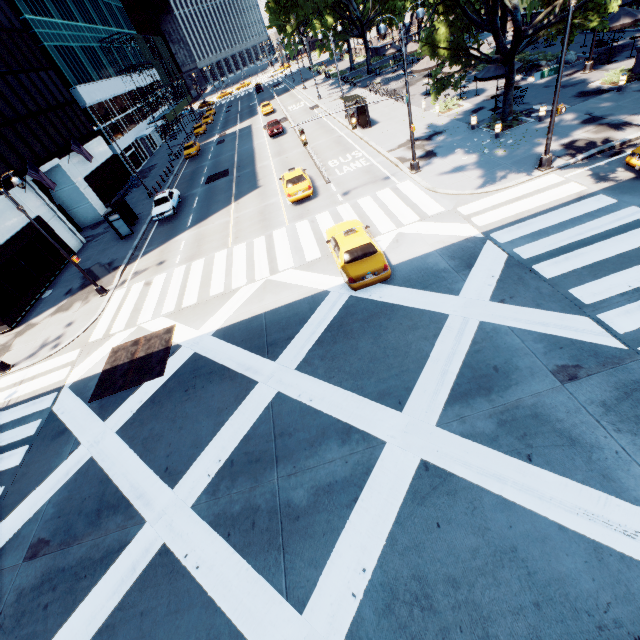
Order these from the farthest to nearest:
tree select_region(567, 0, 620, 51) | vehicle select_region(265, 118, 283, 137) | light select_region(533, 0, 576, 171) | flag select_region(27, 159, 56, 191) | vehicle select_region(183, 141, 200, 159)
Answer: vehicle select_region(183, 141, 200, 159), vehicle select_region(265, 118, 283, 137), flag select_region(27, 159, 56, 191), tree select_region(567, 0, 620, 51), light select_region(533, 0, 576, 171)

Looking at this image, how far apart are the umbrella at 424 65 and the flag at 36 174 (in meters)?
32.18

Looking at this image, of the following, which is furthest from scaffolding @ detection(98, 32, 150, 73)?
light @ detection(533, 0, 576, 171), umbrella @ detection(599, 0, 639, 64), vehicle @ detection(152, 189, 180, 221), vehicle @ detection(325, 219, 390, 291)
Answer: light @ detection(533, 0, 576, 171)

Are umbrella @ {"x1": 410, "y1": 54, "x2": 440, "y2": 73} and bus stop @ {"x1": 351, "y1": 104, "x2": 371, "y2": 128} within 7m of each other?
yes

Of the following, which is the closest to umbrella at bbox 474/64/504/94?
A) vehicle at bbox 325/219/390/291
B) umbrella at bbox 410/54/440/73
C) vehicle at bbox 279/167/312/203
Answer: umbrella at bbox 410/54/440/73

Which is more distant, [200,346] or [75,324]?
[75,324]

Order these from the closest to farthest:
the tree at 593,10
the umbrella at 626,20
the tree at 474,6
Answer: the tree at 593,10 < the tree at 474,6 < the umbrella at 626,20

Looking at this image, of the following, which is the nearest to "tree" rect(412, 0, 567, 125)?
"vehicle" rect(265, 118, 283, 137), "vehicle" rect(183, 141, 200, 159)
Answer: "vehicle" rect(265, 118, 283, 137)
